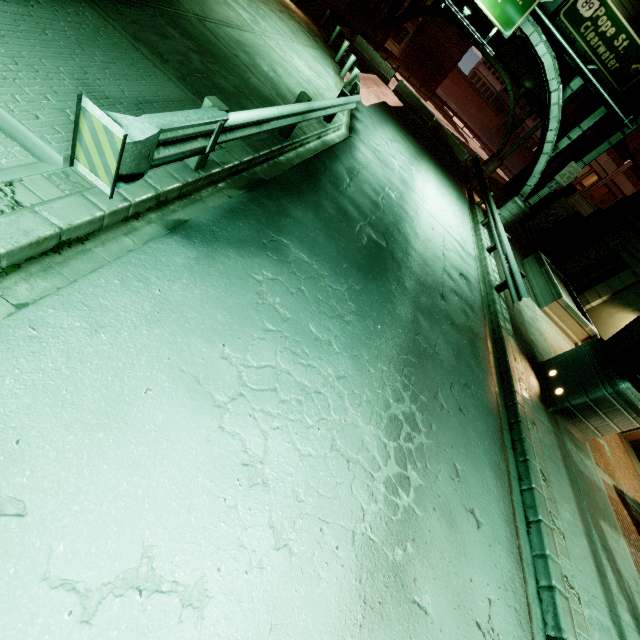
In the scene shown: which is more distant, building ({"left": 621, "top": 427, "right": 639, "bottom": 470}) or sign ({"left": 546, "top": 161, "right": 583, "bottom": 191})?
sign ({"left": 546, "top": 161, "right": 583, "bottom": 191})

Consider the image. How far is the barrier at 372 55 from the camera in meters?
24.7

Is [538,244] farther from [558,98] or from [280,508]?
[280,508]

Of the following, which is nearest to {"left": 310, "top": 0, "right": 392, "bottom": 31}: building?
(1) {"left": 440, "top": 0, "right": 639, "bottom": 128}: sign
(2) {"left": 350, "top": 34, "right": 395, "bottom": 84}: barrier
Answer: (2) {"left": 350, "top": 34, "right": 395, "bottom": 84}: barrier

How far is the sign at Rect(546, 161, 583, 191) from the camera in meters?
18.0 m

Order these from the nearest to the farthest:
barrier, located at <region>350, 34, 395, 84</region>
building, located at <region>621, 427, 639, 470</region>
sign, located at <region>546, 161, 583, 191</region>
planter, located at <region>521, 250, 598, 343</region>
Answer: building, located at <region>621, 427, 639, 470</region>, planter, located at <region>521, 250, 598, 343</region>, sign, located at <region>546, 161, 583, 191</region>, barrier, located at <region>350, 34, 395, 84</region>

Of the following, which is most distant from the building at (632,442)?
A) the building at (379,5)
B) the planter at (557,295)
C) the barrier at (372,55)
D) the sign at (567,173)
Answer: the building at (379,5)

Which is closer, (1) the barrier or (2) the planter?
(2) the planter
